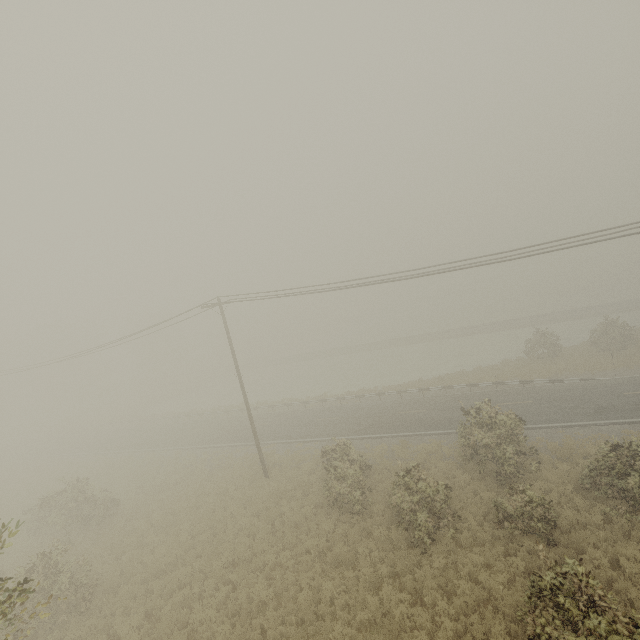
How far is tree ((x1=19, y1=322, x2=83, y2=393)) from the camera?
56.31m

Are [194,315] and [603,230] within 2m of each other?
no

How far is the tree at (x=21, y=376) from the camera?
56.3 meters
